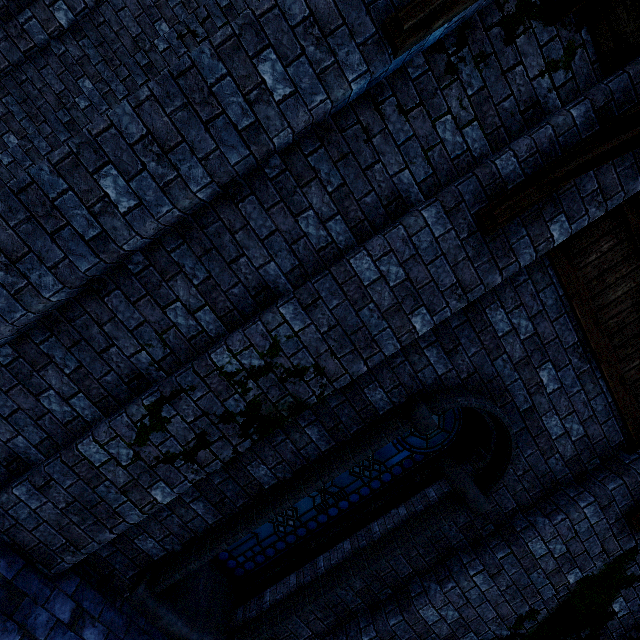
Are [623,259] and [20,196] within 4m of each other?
no

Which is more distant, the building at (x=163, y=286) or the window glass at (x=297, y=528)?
the window glass at (x=297, y=528)

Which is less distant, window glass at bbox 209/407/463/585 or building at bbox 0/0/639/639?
building at bbox 0/0/639/639

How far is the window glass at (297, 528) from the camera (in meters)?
4.09

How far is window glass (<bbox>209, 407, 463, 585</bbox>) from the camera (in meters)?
4.09
